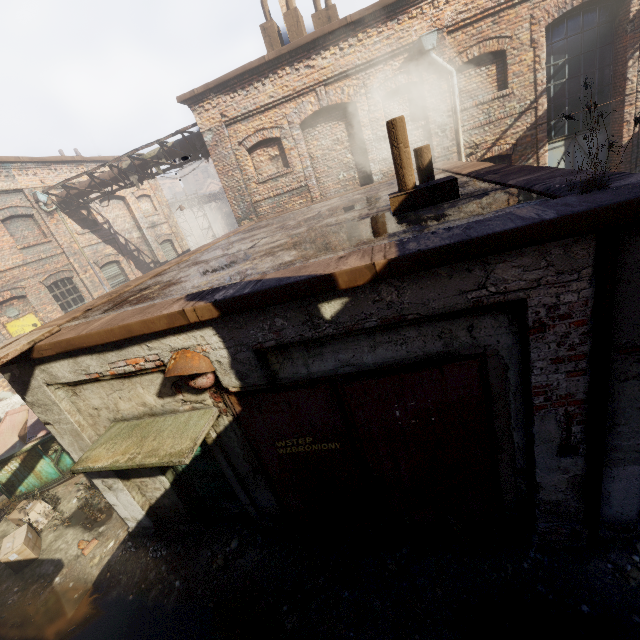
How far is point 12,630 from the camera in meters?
4.8

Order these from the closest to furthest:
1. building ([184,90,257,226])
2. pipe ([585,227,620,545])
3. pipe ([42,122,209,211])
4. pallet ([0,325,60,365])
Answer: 1. pipe ([585,227,620,545])
2. pallet ([0,325,60,365])
3. building ([184,90,257,226])
4. pipe ([42,122,209,211])

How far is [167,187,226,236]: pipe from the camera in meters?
29.9

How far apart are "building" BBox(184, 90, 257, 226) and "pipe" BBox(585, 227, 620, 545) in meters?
11.0 m

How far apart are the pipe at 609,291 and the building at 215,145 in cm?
1099

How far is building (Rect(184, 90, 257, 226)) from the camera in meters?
10.4

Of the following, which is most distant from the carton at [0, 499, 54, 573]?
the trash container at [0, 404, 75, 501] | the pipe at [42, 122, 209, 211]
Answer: the pipe at [42, 122, 209, 211]

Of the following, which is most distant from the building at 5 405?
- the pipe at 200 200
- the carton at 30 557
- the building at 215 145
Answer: the building at 215 145
